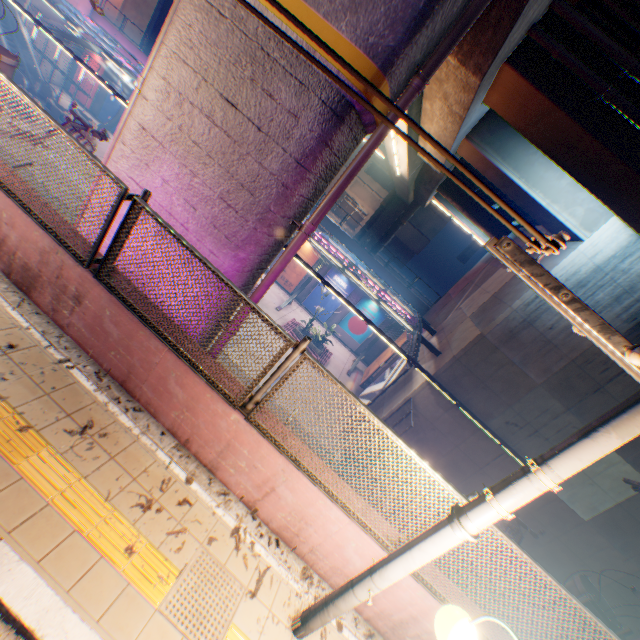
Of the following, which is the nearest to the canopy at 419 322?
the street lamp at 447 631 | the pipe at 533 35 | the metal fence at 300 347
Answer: the metal fence at 300 347

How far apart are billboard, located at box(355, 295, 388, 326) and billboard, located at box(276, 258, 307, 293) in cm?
471

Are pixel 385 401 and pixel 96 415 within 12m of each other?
no

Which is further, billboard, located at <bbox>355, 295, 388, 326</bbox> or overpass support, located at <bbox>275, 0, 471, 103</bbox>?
billboard, located at <bbox>355, 295, 388, 326</bbox>

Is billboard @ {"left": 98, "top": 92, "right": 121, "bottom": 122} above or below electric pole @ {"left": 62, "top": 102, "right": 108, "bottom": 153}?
below

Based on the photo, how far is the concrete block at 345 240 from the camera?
25.5m

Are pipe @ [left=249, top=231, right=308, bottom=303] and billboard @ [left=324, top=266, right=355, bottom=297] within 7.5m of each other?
no

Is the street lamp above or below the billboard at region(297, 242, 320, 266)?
above
